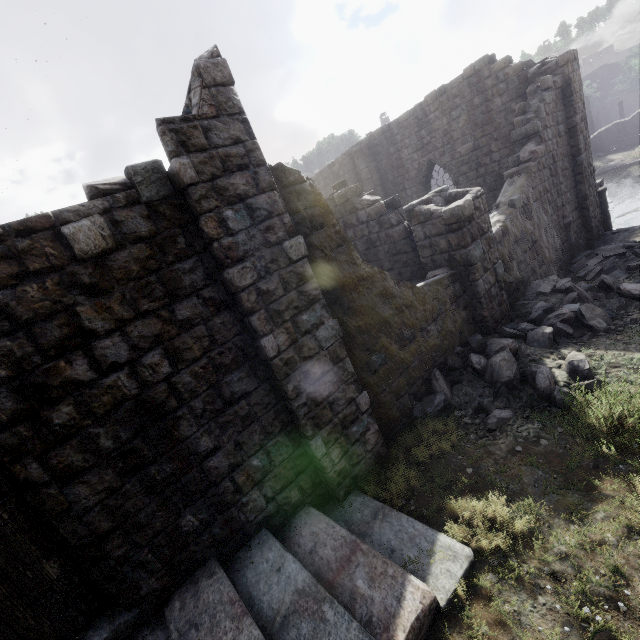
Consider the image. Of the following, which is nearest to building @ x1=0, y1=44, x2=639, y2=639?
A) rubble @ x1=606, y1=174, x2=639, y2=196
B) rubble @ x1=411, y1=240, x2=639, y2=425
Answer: rubble @ x1=411, y1=240, x2=639, y2=425

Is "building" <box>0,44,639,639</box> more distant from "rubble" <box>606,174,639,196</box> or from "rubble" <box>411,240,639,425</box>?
"rubble" <box>606,174,639,196</box>

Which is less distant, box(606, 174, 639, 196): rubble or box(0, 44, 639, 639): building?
box(0, 44, 639, 639): building

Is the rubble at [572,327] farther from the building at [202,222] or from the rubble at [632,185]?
the rubble at [632,185]

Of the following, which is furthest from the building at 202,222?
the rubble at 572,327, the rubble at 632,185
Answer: the rubble at 632,185

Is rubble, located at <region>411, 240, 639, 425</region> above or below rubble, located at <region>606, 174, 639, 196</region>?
above

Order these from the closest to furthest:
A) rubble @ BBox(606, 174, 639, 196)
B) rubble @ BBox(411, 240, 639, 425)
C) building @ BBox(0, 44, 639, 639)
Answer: building @ BBox(0, 44, 639, 639), rubble @ BBox(411, 240, 639, 425), rubble @ BBox(606, 174, 639, 196)

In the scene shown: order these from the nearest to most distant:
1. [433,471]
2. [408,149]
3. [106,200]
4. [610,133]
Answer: [106,200], [433,471], [408,149], [610,133]
